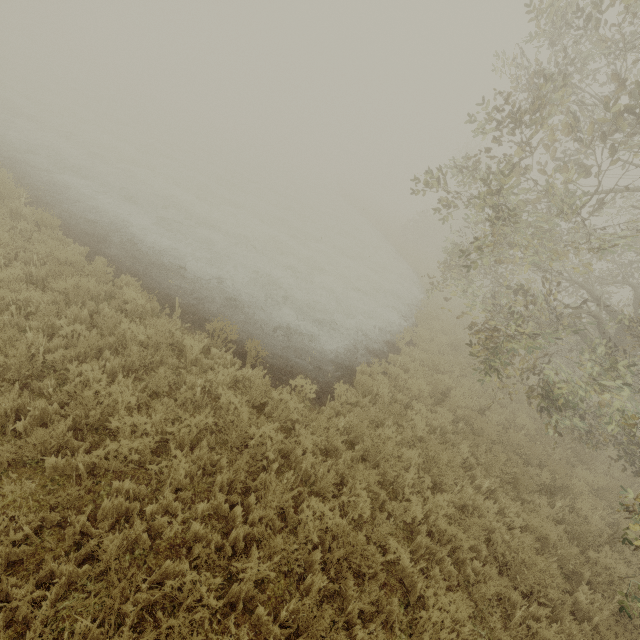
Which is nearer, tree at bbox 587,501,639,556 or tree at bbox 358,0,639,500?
tree at bbox 587,501,639,556

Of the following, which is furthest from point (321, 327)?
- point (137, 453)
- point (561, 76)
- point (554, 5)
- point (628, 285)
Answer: point (628, 285)

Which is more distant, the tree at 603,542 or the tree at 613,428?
the tree at 613,428

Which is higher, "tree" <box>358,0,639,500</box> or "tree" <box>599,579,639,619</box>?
"tree" <box>358,0,639,500</box>
